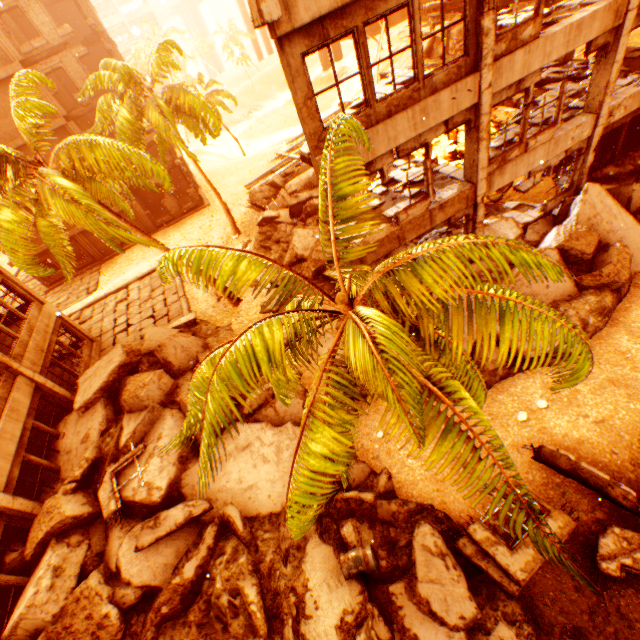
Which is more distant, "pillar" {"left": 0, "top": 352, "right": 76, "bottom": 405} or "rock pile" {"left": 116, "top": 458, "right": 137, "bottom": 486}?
"pillar" {"left": 0, "top": 352, "right": 76, "bottom": 405}

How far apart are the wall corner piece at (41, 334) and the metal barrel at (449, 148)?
21.9m

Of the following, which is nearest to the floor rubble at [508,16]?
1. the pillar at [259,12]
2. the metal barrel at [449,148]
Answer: the pillar at [259,12]

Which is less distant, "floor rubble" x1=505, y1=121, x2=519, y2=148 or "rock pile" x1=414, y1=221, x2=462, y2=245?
"floor rubble" x1=505, y1=121, x2=519, y2=148

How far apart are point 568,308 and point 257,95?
67.53m

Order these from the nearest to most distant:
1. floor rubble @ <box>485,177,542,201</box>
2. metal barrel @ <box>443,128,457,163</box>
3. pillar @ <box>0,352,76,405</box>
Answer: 1. pillar @ <box>0,352,76,405</box>
2. floor rubble @ <box>485,177,542,201</box>
3. metal barrel @ <box>443,128,457,163</box>

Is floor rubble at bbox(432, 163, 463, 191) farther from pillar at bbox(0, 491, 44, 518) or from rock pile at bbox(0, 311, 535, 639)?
pillar at bbox(0, 491, 44, 518)

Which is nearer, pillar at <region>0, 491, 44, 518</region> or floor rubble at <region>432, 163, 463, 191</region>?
pillar at <region>0, 491, 44, 518</region>
